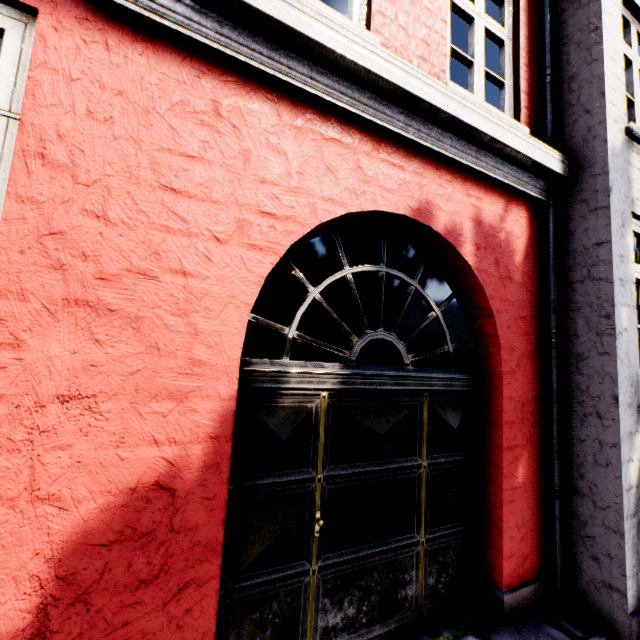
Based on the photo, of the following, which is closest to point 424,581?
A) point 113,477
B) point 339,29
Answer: point 113,477
